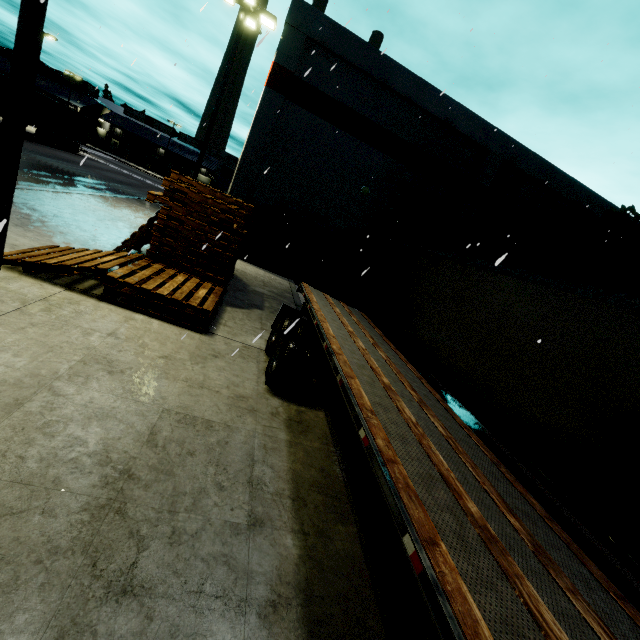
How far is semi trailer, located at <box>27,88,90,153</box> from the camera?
26.9m

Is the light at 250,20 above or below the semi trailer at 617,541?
above

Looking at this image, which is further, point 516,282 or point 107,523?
point 516,282

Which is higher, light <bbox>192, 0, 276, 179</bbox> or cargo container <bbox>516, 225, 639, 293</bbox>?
light <bbox>192, 0, 276, 179</bbox>

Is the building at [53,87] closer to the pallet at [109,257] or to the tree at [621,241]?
the tree at [621,241]

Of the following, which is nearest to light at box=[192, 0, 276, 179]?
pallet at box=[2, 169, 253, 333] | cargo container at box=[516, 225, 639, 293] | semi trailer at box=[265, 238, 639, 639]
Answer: semi trailer at box=[265, 238, 639, 639]

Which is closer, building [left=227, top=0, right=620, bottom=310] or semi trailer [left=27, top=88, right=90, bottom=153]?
building [left=227, top=0, right=620, bottom=310]

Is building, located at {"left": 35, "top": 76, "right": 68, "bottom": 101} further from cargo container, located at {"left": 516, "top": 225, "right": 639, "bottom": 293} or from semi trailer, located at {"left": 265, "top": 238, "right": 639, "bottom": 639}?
cargo container, located at {"left": 516, "top": 225, "right": 639, "bottom": 293}
